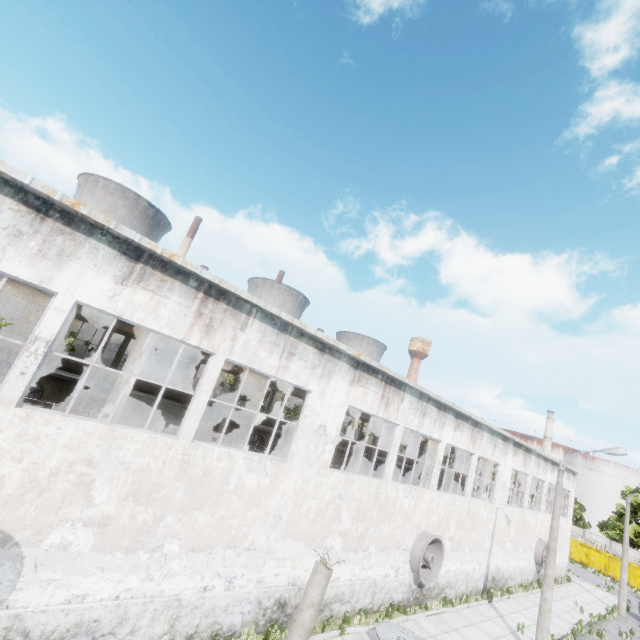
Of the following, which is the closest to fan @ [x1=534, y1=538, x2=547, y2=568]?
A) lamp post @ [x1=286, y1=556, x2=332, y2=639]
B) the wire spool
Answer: the wire spool

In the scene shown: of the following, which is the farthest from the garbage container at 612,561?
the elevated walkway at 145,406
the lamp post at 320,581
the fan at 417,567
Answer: the lamp post at 320,581

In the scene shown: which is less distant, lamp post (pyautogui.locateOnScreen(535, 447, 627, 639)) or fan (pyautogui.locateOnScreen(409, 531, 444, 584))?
lamp post (pyautogui.locateOnScreen(535, 447, 627, 639))

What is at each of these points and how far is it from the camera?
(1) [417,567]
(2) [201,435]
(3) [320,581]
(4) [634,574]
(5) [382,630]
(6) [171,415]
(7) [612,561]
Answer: (1) fan, 15.4 meters
(2) elevated walkway, 15.9 meters
(3) lamp post, 6.2 meters
(4) garbage container, 36.8 meters
(5) wire spool, 11.6 meters
(6) elevated walkway, 18.7 meters
(7) garbage container, 38.4 meters

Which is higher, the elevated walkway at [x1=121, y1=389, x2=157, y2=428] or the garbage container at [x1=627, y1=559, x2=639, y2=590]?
the elevated walkway at [x1=121, y1=389, x2=157, y2=428]

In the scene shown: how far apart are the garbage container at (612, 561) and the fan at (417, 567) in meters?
39.6 m

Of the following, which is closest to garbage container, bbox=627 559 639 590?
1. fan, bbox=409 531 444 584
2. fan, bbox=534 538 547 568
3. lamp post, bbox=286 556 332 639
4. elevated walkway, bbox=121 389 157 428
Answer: elevated walkway, bbox=121 389 157 428

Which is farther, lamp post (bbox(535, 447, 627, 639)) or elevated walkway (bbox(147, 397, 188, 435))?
lamp post (bbox(535, 447, 627, 639))
